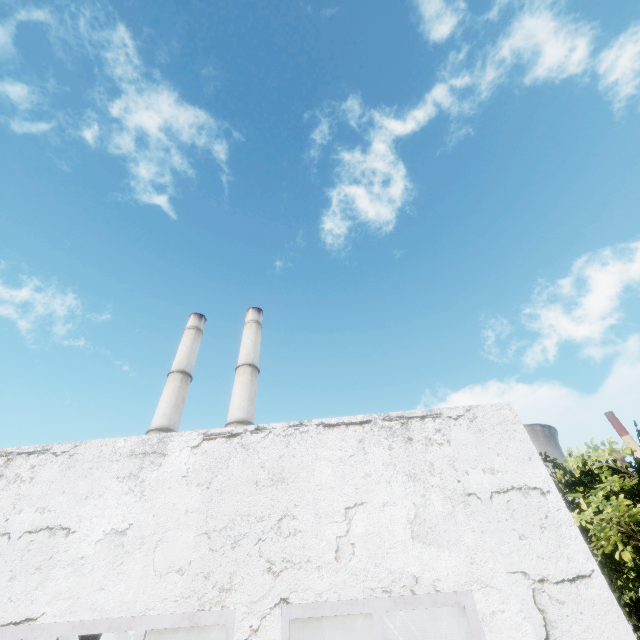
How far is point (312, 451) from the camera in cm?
608

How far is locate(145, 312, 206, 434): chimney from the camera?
28.3m

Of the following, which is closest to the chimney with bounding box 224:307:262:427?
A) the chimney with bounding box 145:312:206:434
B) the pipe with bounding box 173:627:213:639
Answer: the chimney with bounding box 145:312:206:434

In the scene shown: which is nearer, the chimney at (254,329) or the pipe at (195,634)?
the pipe at (195,634)

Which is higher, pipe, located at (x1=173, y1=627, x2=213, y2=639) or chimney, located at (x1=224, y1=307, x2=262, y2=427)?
chimney, located at (x1=224, y1=307, x2=262, y2=427)

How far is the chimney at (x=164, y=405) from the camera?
28.33m

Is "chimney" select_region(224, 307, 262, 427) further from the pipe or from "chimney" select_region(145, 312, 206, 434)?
the pipe

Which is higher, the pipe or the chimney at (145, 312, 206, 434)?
the chimney at (145, 312, 206, 434)
